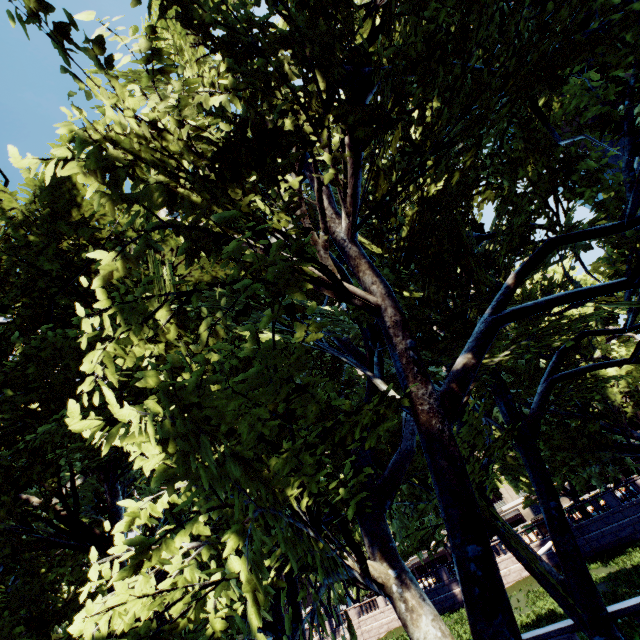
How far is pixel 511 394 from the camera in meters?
14.2

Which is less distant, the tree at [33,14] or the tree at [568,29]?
the tree at [33,14]

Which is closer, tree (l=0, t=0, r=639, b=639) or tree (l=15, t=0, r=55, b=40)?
tree (l=15, t=0, r=55, b=40)
